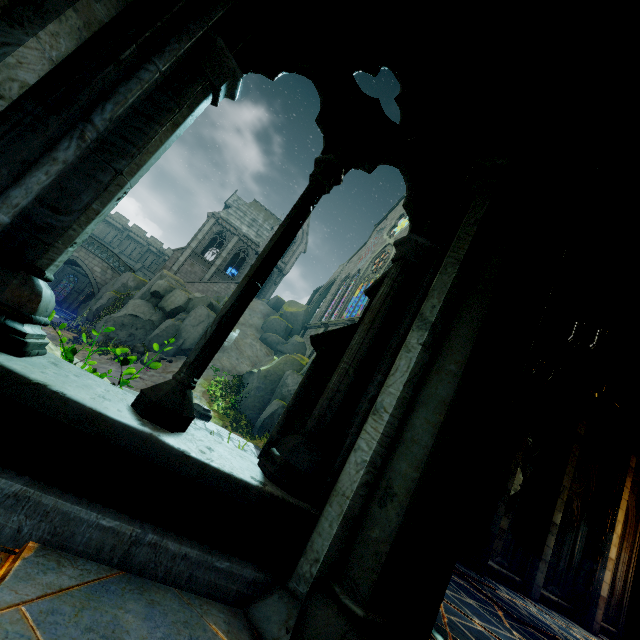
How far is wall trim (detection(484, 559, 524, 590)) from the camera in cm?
773

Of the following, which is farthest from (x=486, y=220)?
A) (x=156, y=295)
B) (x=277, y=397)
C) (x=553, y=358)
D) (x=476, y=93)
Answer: (x=156, y=295)

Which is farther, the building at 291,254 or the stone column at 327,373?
the building at 291,254

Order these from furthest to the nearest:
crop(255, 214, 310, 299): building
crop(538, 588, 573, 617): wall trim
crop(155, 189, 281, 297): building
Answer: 1. crop(255, 214, 310, 299): building
2. crop(155, 189, 281, 297): building
3. crop(538, 588, 573, 617): wall trim

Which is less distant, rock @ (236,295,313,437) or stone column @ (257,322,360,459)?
stone column @ (257,322,360,459)

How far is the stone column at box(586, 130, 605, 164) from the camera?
3.24m

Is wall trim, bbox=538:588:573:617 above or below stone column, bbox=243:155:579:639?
below

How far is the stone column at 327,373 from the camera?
3.1m
